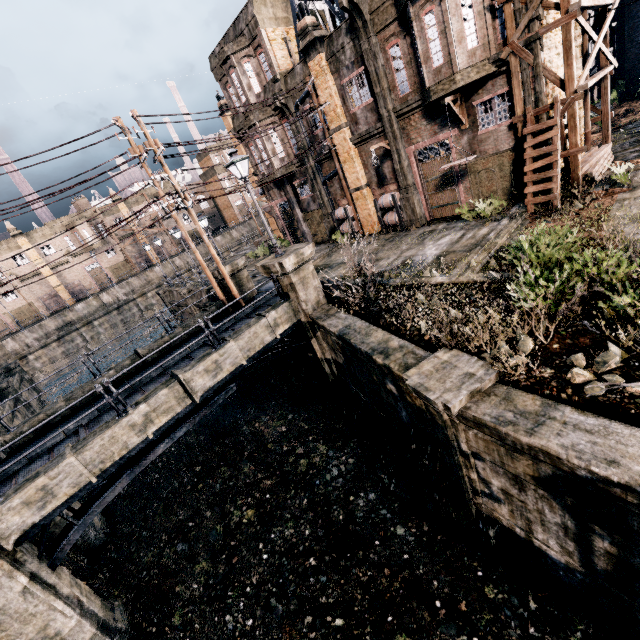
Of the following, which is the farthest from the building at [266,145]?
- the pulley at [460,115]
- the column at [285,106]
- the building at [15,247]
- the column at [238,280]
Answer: the building at [15,247]

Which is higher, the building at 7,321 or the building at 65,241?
the building at 65,241

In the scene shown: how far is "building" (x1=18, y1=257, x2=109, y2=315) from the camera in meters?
50.6

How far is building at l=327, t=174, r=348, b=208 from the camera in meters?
24.1 m

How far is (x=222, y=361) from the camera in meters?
12.0 m

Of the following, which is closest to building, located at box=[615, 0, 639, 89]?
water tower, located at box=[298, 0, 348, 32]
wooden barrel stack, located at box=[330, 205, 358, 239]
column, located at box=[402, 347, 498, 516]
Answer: water tower, located at box=[298, 0, 348, 32]

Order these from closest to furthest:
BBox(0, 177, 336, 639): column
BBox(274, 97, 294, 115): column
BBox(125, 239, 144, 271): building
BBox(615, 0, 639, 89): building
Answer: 1. BBox(0, 177, 336, 639): column
2. BBox(274, 97, 294, 115): column
3. BBox(615, 0, 639, 89): building
4. BBox(125, 239, 144, 271): building

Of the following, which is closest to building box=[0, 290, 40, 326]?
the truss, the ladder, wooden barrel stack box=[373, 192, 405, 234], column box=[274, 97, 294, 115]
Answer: column box=[274, 97, 294, 115]
